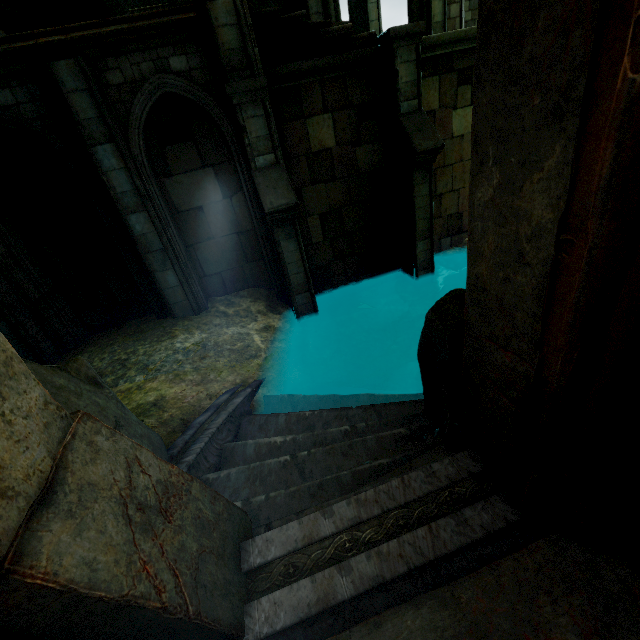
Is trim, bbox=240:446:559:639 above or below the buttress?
below

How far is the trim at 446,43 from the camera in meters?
6.7

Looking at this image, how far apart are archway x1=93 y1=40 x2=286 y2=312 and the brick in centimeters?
626cm

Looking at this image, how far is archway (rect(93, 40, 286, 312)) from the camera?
5.66m

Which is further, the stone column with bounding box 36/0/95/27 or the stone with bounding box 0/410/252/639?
the stone column with bounding box 36/0/95/27

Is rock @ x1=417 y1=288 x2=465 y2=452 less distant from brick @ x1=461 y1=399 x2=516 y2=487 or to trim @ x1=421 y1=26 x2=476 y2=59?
brick @ x1=461 y1=399 x2=516 y2=487

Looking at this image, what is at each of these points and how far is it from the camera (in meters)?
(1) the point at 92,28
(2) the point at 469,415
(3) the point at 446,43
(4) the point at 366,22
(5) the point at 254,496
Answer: (1) trim, 5.33
(2) brick, 2.22
(3) trim, 6.88
(4) stone column, 11.62
(5) stair, 3.28

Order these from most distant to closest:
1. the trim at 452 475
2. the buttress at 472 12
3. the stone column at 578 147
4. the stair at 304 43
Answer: the buttress at 472 12 < the stair at 304 43 < the trim at 452 475 < the stone column at 578 147
